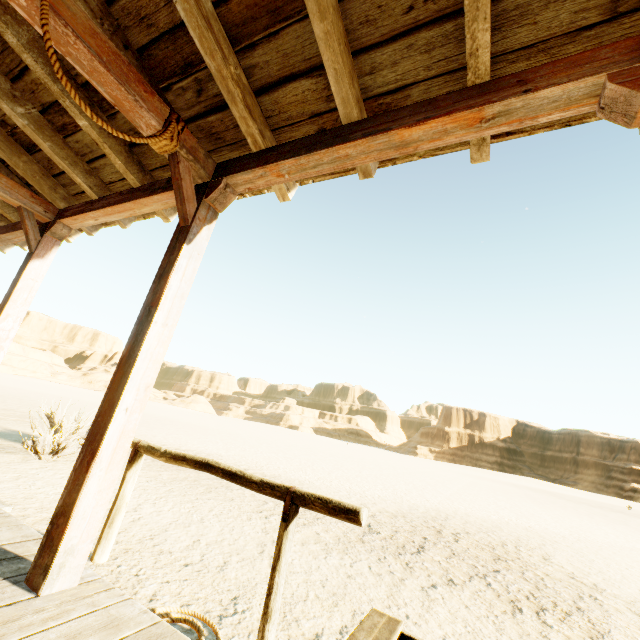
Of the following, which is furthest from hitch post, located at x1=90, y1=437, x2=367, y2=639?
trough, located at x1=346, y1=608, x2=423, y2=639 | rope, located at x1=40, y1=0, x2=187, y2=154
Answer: rope, located at x1=40, y1=0, x2=187, y2=154

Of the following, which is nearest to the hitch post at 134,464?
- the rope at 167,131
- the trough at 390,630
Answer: the trough at 390,630

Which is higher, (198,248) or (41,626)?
(198,248)

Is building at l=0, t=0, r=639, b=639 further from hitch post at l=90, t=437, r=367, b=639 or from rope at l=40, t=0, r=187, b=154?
hitch post at l=90, t=437, r=367, b=639

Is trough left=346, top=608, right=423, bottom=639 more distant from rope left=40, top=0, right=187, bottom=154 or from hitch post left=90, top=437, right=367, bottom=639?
rope left=40, top=0, right=187, bottom=154

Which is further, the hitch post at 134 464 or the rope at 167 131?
the hitch post at 134 464

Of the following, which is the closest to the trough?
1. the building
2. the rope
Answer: the building

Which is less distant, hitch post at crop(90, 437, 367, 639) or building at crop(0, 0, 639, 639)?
building at crop(0, 0, 639, 639)
